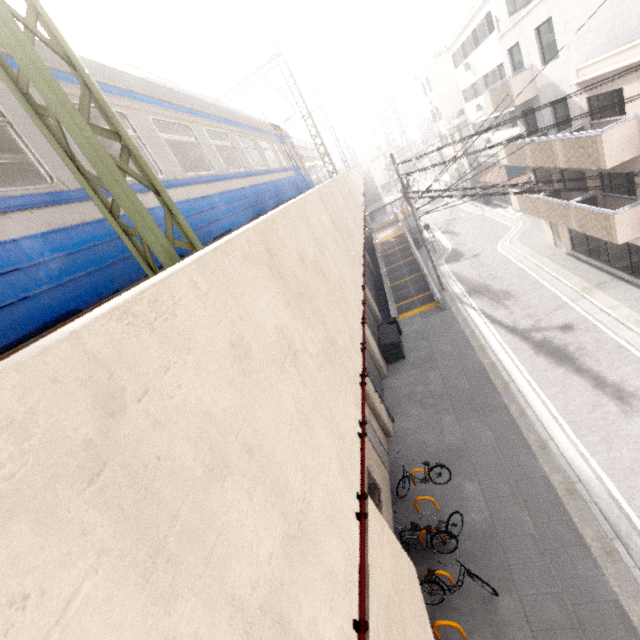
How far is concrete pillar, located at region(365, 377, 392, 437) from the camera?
12.7 meters

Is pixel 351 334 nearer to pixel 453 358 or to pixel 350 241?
pixel 350 241

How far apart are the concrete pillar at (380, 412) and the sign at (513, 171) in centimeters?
1929cm

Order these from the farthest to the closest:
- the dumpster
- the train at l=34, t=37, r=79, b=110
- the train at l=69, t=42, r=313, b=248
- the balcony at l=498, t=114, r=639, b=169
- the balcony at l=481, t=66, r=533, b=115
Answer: the dumpster → the balcony at l=481, t=66, r=533, b=115 → the balcony at l=498, t=114, r=639, b=169 → the train at l=69, t=42, r=313, b=248 → the train at l=34, t=37, r=79, b=110

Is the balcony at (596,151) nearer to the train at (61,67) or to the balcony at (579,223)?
the balcony at (579,223)

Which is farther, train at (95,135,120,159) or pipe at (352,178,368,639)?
train at (95,135,120,159)

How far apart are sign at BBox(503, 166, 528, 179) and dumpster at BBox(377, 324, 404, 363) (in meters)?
14.50

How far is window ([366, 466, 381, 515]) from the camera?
9.5 meters
